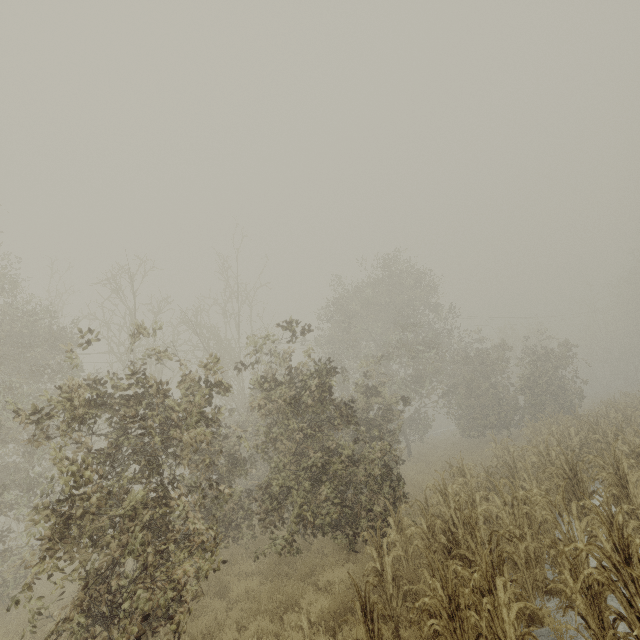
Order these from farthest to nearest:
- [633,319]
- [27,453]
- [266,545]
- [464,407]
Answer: [633,319]
[464,407]
[27,453]
[266,545]
